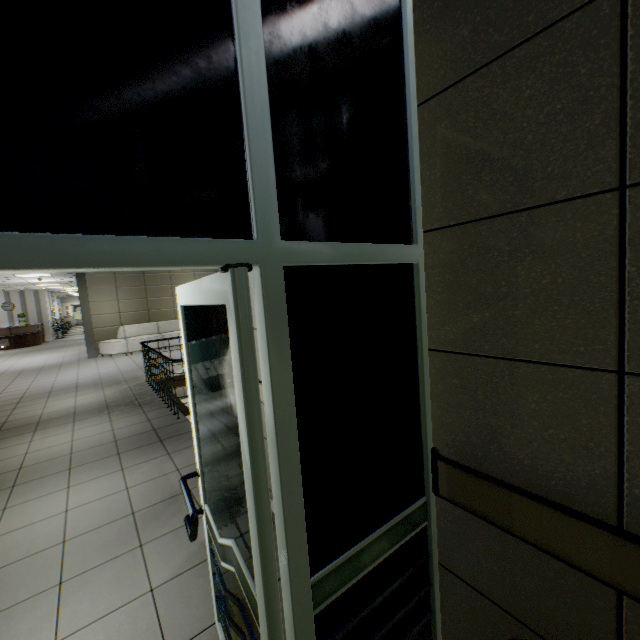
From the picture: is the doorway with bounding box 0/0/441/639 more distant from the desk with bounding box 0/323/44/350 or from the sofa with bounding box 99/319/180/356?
the desk with bounding box 0/323/44/350

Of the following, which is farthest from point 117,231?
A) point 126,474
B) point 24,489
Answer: point 24,489

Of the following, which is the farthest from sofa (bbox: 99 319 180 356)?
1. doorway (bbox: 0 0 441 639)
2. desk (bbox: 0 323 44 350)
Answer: doorway (bbox: 0 0 441 639)

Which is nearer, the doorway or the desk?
the doorway

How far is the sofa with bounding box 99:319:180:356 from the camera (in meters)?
11.94

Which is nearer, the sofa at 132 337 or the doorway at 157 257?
the doorway at 157 257

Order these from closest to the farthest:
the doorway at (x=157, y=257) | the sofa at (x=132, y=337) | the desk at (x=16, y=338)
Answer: the doorway at (x=157, y=257) → the sofa at (x=132, y=337) → the desk at (x=16, y=338)
